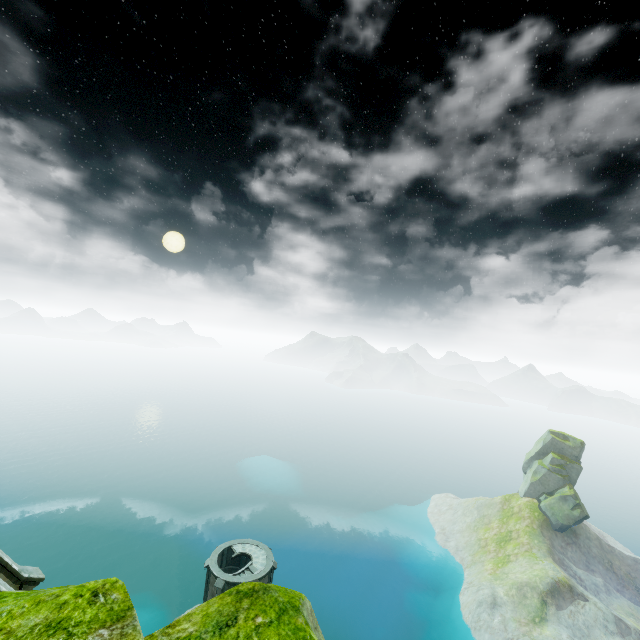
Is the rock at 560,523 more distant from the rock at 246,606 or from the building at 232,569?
the rock at 246,606

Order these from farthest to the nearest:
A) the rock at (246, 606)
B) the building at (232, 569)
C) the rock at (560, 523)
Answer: the rock at (560, 523) → the building at (232, 569) → the rock at (246, 606)

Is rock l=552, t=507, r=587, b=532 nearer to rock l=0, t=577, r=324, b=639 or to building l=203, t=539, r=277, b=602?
building l=203, t=539, r=277, b=602

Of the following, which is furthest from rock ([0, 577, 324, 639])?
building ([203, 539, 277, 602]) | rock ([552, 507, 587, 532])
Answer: rock ([552, 507, 587, 532])

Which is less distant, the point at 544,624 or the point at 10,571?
the point at 10,571

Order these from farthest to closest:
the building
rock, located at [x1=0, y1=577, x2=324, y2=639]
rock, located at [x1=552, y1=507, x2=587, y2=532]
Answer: rock, located at [x1=552, y1=507, x2=587, y2=532] < the building < rock, located at [x1=0, y1=577, x2=324, y2=639]

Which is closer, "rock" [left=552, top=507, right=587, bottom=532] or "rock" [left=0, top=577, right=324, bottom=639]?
"rock" [left=0, top=577, right=324, bottom=639]

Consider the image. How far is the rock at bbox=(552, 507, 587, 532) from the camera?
59.2 meters
